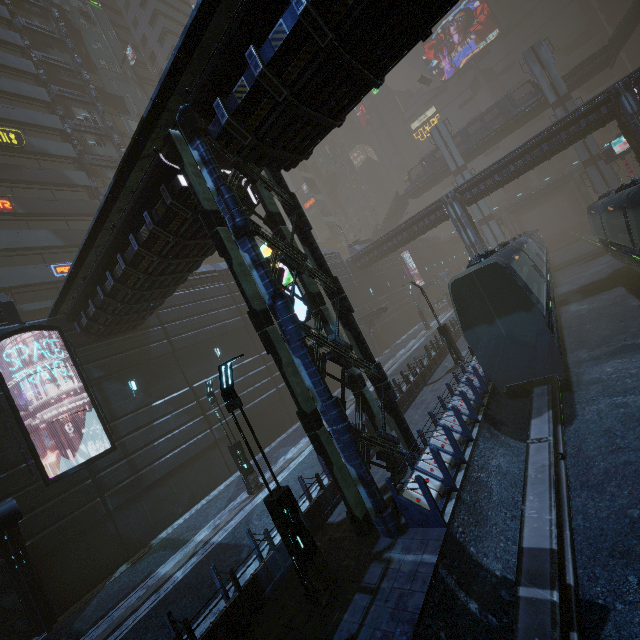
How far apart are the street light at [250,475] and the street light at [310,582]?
7.6m

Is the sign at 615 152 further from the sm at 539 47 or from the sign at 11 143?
the sign at 11 143

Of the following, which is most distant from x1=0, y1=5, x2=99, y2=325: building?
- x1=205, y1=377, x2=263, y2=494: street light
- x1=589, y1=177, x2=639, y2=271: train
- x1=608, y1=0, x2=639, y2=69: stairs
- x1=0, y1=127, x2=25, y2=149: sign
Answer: x1=608, y1=0, x2=639, y2=69: stairs

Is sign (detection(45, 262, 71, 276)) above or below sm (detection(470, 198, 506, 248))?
above

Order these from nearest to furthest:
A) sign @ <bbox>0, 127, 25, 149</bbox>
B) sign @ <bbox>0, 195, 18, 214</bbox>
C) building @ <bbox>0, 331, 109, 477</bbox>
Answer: building @ <bbox>0, 331, 109, 477</bbox> < sign @ <bbox>0, 195, 18, 214</bbox> < sign @ <bbox>0, 127, 25, 149</bbox>

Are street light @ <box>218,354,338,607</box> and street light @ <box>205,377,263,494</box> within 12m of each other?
yes

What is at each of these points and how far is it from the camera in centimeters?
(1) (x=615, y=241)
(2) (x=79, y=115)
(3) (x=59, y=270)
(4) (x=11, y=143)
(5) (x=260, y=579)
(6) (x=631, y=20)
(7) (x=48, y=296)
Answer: (1) train, 2052cm
(2) building, 3525cm
(3) sign, 2531cm
(4) sign, 2623cm
(5) building, 791cm
(6) stairs, 3884cm
(7) building, 2453cm

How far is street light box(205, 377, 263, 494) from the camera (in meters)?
14.76
